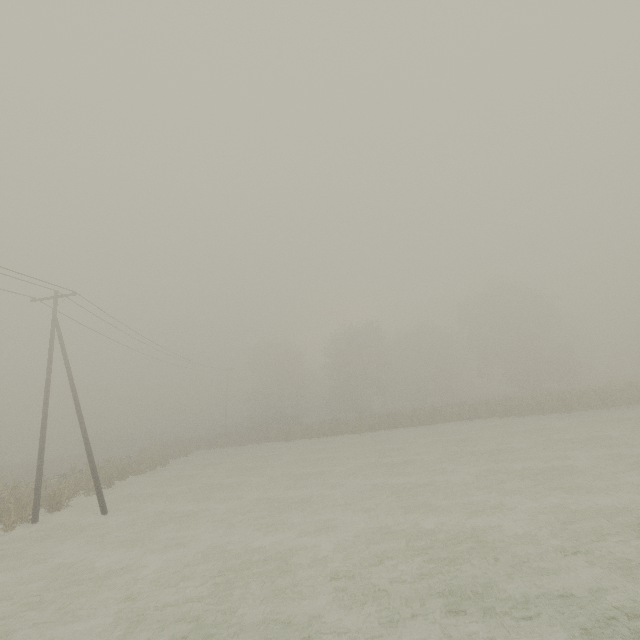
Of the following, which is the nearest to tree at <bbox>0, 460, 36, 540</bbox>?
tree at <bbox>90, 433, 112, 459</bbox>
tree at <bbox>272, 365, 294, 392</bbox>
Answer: tree at <bbox>272, 365, 294, 392</bbox>

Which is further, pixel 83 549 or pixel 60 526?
pixel 60 526

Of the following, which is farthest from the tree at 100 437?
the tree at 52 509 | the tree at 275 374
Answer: the tree at 52 509

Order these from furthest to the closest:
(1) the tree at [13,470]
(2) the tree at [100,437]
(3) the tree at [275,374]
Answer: (3) the tree at [275,374]
(2) the tree at [100,437]
(1) the tree at [13,470]

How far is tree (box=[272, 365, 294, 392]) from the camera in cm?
5785

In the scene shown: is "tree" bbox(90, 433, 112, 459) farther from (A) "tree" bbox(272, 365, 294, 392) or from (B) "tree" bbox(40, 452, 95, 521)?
(B) "tree" bbox(40, 452, 95, 521)

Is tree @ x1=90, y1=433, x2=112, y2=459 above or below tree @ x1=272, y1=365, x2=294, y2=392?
below
